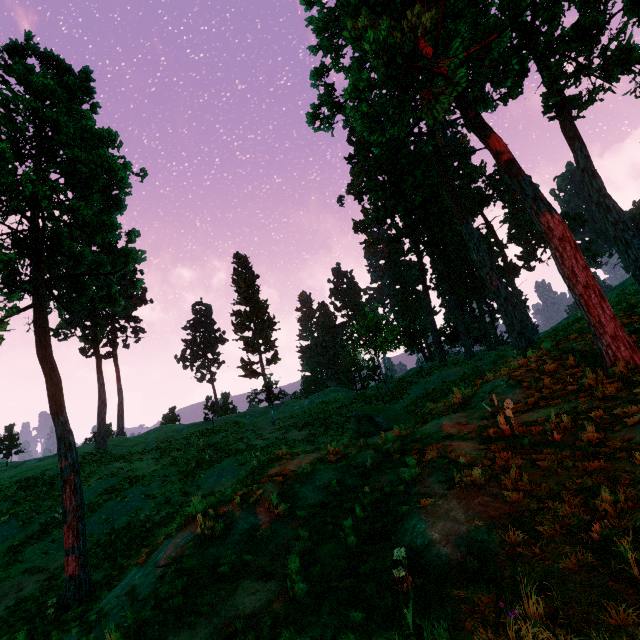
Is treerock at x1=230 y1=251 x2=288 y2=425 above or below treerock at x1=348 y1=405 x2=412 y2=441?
above

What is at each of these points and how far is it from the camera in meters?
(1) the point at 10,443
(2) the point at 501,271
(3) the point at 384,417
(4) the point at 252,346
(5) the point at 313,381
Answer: (1) treerock, 45.2 m
(2) treerock, 48.7 m
(3) treerock, 15.5 m
(4) treerock, 46.0 m
(5) treerock, 59.2 m

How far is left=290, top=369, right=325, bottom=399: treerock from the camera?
57.4 meters

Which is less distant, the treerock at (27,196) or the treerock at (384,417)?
the treerock at (27,196)

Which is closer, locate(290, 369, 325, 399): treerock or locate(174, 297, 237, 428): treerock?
locate(174, 297, 237, 428): treerock

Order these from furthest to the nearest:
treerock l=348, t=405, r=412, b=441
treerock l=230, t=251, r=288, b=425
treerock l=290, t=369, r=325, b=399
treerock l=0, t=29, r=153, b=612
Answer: treerock l=290, t=369, r=325, b=399 < treerock l=230, t=251, r=288, b=425 < treerock l=348, t=405, r=412, b=441 < treerock l=0, t=29, r=153, b=612
